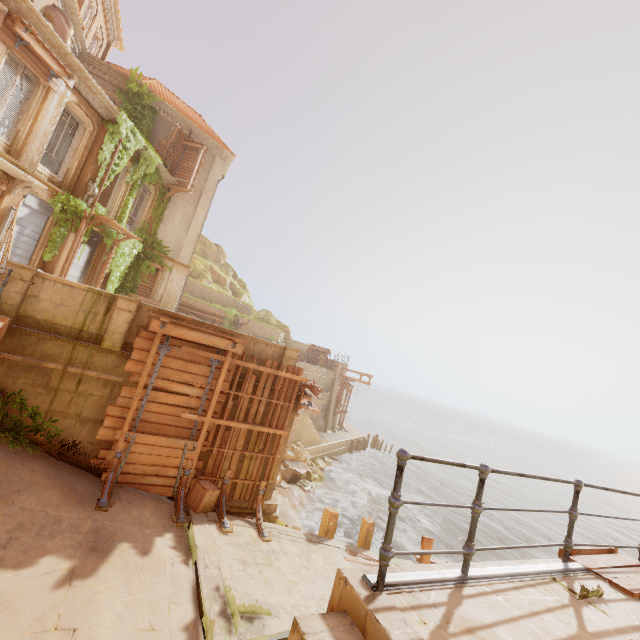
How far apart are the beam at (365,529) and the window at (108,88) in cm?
2326

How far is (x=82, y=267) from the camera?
15.7 meters

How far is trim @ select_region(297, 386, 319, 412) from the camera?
11.1 meters

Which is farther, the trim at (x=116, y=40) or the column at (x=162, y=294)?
the column at (x=162, y=294)

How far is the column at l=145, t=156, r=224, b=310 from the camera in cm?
2019

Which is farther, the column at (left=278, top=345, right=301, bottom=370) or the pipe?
the pipe

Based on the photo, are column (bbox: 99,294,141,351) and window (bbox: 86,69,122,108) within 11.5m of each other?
no

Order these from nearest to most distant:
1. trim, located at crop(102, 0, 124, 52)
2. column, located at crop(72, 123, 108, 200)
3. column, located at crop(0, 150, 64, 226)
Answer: column, located at crop(0, 150, 64, 226)
column, located at crop(72, 123, 108, 200)
trim, located at crop(102, 0, 124, 52)
